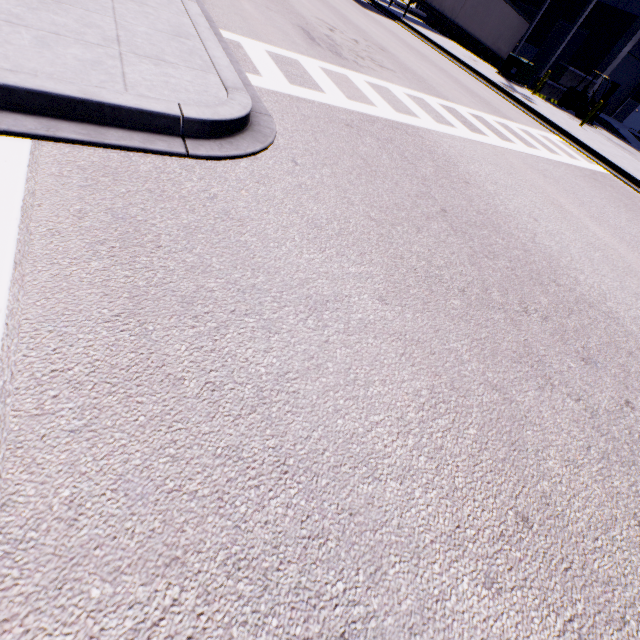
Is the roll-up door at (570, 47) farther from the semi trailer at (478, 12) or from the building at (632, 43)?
the semi trailer at (478, 12)

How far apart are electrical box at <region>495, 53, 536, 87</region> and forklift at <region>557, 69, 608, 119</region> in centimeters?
383cm

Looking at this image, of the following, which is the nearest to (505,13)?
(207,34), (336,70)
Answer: (336,70)

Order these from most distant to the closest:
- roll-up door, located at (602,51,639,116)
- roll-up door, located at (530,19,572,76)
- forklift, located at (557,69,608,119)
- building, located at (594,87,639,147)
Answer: roll-up door, located at (530,19,572,76) → roll-up door, located at (602,51,639,116) → building, located at (594,87,639,147) → forklift, located at (557,69,608,119)

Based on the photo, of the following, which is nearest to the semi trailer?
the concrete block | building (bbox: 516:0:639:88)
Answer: building (bbox: 516:0:639:88)

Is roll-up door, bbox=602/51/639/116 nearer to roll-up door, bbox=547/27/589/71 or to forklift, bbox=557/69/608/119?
roll-up door, bbox=547/27/589/71

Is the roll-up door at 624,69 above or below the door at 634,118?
above

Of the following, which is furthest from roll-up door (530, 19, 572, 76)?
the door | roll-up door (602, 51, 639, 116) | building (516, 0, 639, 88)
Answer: the door
